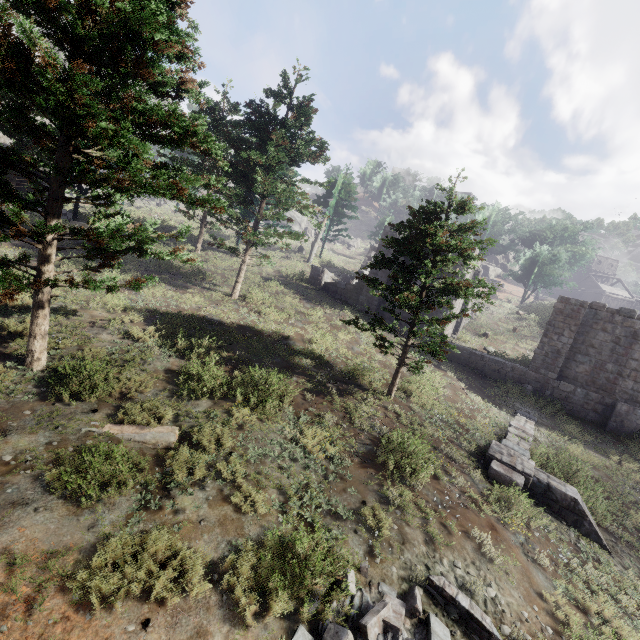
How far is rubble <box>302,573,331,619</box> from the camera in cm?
482

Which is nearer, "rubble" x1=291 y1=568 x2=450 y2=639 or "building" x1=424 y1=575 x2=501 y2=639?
"rubble" x1=291 y1=568 x2=450 y2=639

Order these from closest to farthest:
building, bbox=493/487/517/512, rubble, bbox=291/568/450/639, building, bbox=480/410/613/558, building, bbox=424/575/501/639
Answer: rubble, bbox=291/568/450/639
building, bbox=424/575/501/639
building, bbox=493/487/517/512
building, bbox=480/410/613/558

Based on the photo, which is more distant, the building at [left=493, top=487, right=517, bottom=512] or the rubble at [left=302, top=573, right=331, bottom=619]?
the building at [left=493, top=487, right=517, bottom=512]

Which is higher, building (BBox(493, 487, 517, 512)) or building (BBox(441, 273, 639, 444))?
building (BBox(441, 273, 639, 444))

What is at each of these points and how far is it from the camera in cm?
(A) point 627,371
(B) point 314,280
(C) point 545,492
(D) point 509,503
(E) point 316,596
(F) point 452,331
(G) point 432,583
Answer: (A) building, 1562
(B) building, 2453
(C) building, 945
(D) building, 852
(E) rubble, 520
(F) building, 2409
(G) building, 586

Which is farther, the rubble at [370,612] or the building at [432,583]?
the building at [432,583]

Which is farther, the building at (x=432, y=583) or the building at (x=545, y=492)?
the building at (x=545, y=492)
